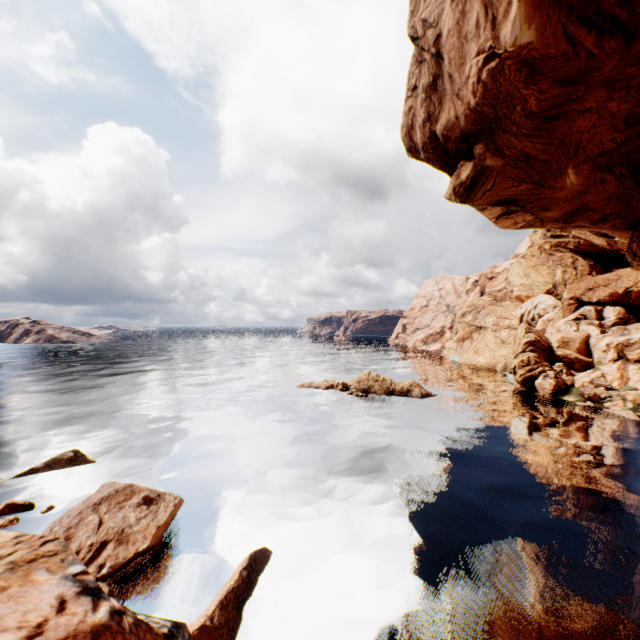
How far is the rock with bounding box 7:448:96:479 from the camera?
18.9m

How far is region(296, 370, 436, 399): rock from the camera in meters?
38.0

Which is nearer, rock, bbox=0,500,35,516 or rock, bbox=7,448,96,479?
rock, bbox=0,500,35,516

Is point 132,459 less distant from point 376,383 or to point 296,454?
point 296,454

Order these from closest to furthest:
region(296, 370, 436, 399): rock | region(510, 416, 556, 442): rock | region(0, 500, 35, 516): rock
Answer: region(0, 500, 35, 516): rock < region(510, 416, 556, 442): rock < region(296, 370, 436, 399): rock

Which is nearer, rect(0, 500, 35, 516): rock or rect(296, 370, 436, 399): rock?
rect(0, 500, 35, 516): rock

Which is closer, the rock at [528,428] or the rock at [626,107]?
the rock at [626,107]

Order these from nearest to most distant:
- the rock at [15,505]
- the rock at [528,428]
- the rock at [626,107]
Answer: the rock at [626,107], the rock at [15,505], the rock at [528,428]
